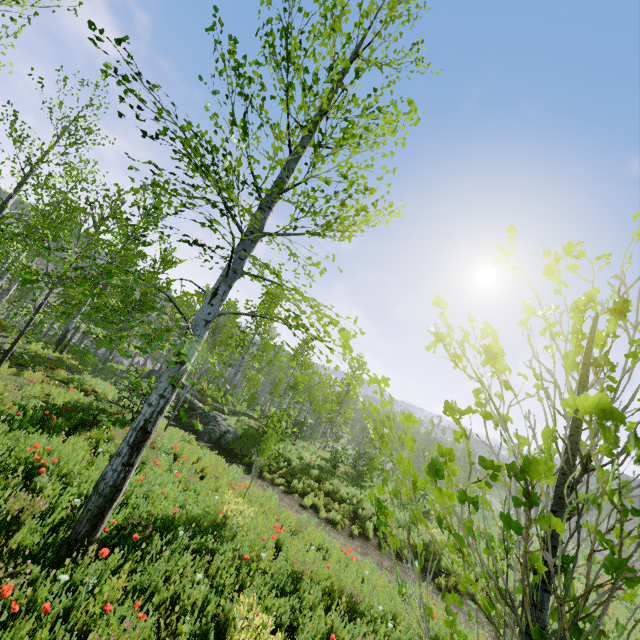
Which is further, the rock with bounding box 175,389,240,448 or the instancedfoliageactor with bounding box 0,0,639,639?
the rock with bounding box 175,389,240,448

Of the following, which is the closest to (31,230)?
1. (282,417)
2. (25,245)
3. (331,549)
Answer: (25,245)

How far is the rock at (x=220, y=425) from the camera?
15.34m

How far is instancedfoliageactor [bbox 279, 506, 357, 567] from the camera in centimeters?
727cm

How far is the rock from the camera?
15.3m

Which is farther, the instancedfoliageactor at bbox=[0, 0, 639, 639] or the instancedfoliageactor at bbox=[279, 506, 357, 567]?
the instancedfoliageactor at bbox=[279, 506, 357, 567]

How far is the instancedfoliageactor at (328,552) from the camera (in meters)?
7.27

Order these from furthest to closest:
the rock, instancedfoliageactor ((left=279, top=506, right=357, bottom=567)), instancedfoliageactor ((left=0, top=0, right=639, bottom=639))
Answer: the rock
instancedfoliageactor ((left=279, top=506, right=357, bottom=567))
instancedfoliageactor ((left=0, top=0, right=639, bottom=639))
